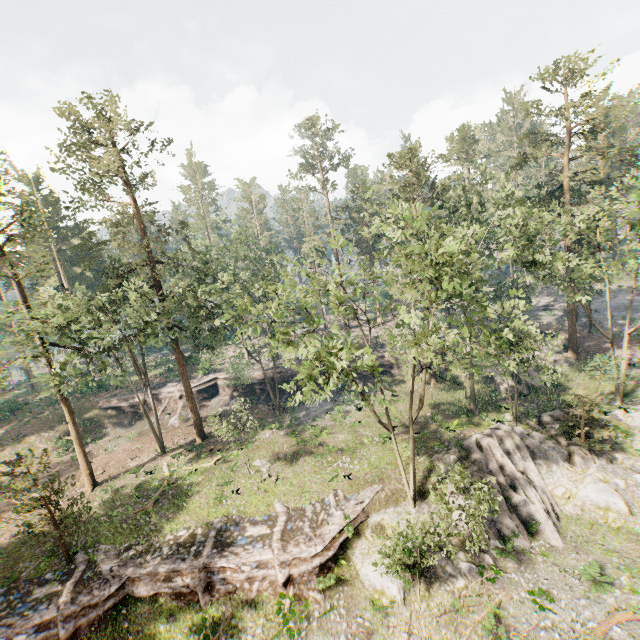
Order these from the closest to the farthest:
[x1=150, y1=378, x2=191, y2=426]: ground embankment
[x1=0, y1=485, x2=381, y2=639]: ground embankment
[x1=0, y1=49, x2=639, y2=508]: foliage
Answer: [x1=0, y1=49, x2=639, y2=508]: foliage → [x1=0, y1=485, x2=381, y2=639]: ground embankment → [x1=150, y1=378, x2=191, y2=426]: ground embankment

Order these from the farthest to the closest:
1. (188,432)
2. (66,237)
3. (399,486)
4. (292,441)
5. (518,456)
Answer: (66,237), (188,432), (292,441), (518,456), (399,486)

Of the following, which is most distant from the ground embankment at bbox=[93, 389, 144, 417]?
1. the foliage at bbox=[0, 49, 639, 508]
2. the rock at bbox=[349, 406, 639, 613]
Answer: the rock at bbox=[349, 406, 639, 613]

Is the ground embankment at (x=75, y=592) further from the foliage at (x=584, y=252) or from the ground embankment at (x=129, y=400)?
the ground embankment at (x=129, y=400)

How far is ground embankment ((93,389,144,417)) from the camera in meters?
41.8 m

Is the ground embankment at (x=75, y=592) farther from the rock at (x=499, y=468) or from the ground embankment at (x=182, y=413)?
the ground embankment at (x=182, y=413)
